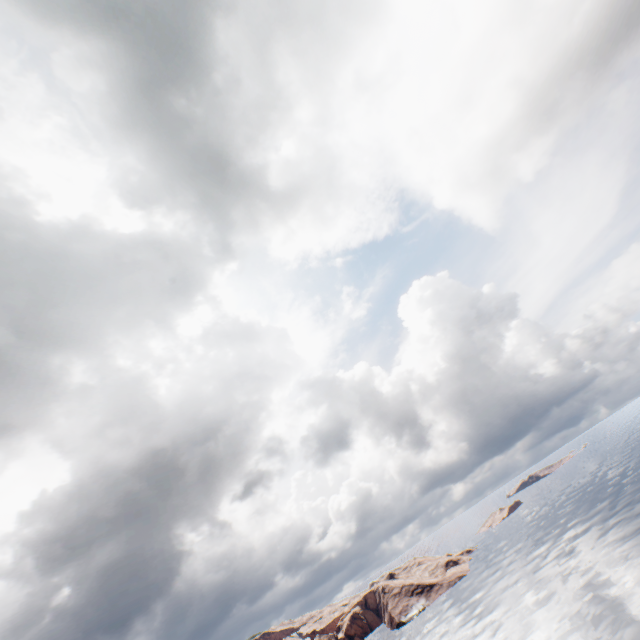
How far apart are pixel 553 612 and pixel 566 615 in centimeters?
380cm
